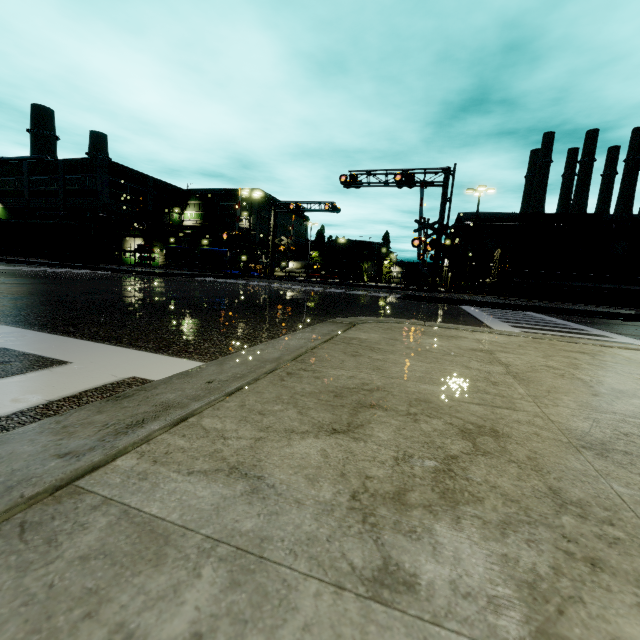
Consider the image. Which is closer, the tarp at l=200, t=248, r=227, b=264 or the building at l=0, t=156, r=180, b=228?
the tarp at l=200, t=248, r=227, b=264

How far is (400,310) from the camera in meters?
9.2

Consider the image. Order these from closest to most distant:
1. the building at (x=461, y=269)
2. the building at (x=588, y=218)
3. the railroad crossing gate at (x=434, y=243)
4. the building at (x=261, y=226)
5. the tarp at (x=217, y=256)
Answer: the railroad crossing gate at (x=434, y=243) → the building at (x=588, y=218) → the tarp at (x=217, y=256) → the building at (x=461, y=269) → the building at (x=261, y=226)

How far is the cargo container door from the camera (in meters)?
46.19

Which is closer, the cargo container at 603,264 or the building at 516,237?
the cargo container at 603,264

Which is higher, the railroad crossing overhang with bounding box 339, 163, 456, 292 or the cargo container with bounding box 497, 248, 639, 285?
the railroad crossing overhang with bounding box 339, 163, 456, 292

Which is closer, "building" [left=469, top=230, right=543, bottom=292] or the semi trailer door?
the semi trailer door

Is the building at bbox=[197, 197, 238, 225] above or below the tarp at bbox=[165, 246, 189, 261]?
above
